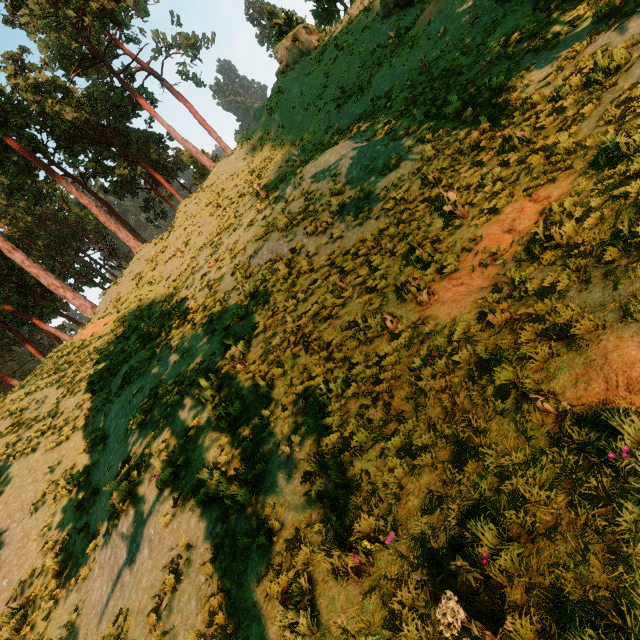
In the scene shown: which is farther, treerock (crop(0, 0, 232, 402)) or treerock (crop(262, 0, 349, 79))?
treerock (crop(0, 0, 232, 402))

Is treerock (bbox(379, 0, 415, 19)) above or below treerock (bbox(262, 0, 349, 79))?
below

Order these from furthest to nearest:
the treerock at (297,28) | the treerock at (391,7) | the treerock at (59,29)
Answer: the treerock at (59,29) → the treerock at (297,28) → the treerock at (391,7)

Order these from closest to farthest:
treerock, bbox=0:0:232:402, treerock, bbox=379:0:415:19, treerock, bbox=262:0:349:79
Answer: treerock, bbox=379:0:415:19
treerock, bbox=262:0:349:79
treerock, bbox=0:0:232:402

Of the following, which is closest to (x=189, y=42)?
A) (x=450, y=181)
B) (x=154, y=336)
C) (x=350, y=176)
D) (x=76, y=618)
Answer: (x=350, y=176)

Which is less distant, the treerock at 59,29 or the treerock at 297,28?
the treerock at 297,28
